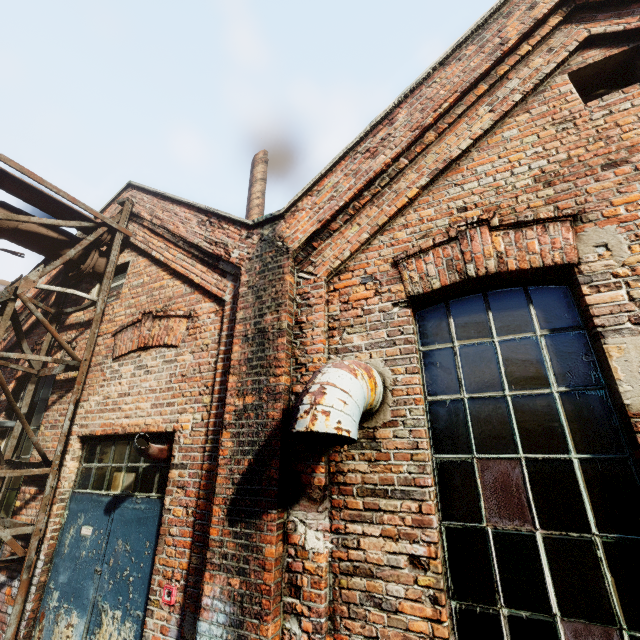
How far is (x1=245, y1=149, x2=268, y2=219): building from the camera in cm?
794

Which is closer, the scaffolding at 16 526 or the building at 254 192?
the scaffolding at 16 526

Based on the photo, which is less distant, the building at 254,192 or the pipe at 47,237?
the pipe at 47,237

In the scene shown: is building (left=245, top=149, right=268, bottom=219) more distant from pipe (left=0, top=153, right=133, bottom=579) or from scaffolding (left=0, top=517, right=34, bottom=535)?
scaffolding (left=0, top=517, right=34, bottom=535)

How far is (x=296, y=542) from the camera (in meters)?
2.49

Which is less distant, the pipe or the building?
the pipe
